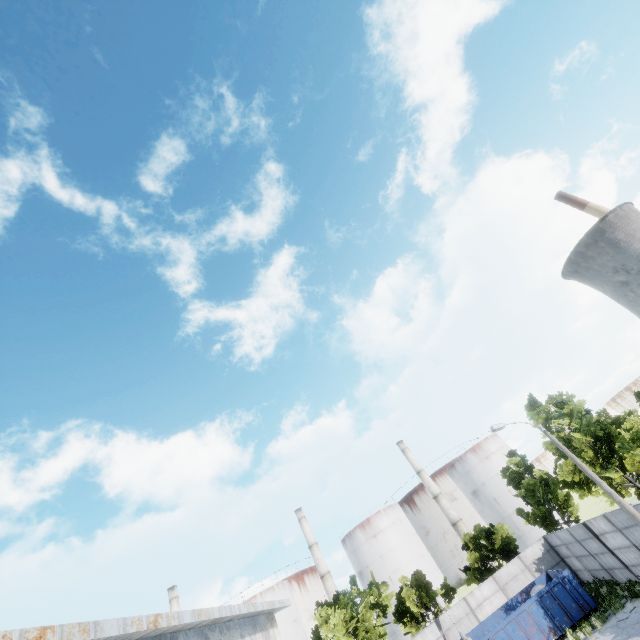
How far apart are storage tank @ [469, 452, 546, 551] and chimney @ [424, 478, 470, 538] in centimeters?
580cm

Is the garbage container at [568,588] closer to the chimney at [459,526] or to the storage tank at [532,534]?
the chimney at [459,526]

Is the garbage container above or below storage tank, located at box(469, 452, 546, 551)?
below

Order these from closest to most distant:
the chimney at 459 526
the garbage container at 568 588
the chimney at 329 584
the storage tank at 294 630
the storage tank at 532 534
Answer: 1. the garbage container at 568 588
2. the storage tank at 294 630
3. the storage tank at 532 534
4. the chimney at 329 584
5. the chimney at 459 526

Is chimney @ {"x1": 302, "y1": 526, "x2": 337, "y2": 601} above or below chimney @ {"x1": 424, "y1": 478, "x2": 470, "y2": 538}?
above

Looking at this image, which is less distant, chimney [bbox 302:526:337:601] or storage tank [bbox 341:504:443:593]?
storage tank [bbox 341:504:443:593]

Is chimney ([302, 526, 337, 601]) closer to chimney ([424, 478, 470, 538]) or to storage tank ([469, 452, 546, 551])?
chimney ([424, 478, 470, 538])

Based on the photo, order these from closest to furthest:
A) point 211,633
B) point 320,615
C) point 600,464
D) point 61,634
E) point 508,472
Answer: point 61,634
point 211,633
point 600,464
point 320,615
point 508,472
